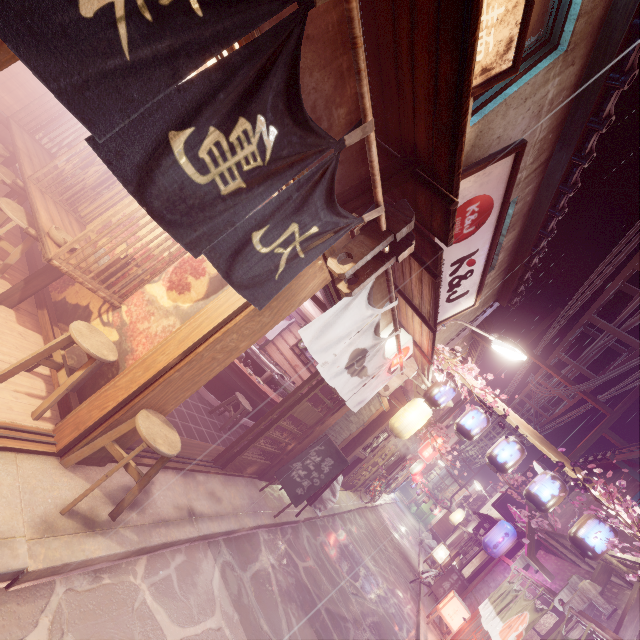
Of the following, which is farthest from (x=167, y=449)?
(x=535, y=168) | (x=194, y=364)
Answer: Answer: (x=535, y=168)

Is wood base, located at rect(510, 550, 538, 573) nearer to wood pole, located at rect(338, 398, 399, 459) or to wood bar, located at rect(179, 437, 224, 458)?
wood pole, located at rect(338, 398, 399, 459)

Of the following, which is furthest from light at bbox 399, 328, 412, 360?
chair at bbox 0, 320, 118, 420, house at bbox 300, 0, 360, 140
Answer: chair at bbox 0, 320, 118, 420

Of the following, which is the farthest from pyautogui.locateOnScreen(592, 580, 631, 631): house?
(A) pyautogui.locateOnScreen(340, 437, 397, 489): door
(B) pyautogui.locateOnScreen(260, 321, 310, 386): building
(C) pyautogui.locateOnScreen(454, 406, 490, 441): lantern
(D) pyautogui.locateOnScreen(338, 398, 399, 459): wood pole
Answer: (B) pyautogui.locateOnScreen(260, 321, 310, 386): building

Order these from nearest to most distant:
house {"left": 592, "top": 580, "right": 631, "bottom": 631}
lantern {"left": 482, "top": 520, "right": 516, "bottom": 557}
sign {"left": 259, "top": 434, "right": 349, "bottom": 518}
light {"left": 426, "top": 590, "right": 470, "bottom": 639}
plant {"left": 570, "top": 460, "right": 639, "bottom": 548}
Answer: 1. plant {"left": 570, "top": 460, "right": 639, "bottom": 548}
2. house {"left": 592, "top": 580, "right": 631, "bottom": 631}
3. sign {"left": 259, "top": 434, "right": 349, "bottom": 518}
4. light {"left": 426, "top": 590, "right": 470, "bottom": 639}
5. lantern {"left": 482, "top": 520, "right": 516, "bottom": 557}

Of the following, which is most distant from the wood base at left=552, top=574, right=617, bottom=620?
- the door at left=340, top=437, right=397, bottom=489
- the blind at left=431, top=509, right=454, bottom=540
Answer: the blind at left=431, top=509, right=454, bottom=540

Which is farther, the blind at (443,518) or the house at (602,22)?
the blind at (443,518)

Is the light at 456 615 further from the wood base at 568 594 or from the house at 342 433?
the house at 342 433
